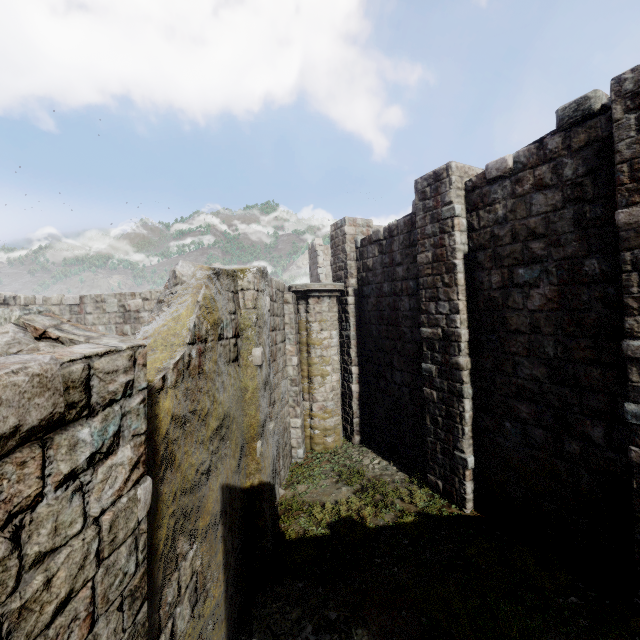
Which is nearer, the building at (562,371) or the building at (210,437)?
the building at (210,437)

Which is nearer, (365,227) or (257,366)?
(257,366)

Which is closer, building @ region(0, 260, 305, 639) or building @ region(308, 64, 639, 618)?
building @ region(0, 260, 305, 639)

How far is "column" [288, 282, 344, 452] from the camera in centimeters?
1172cm

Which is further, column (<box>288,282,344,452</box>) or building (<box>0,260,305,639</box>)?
column (<box>288,282,344,452</box>)

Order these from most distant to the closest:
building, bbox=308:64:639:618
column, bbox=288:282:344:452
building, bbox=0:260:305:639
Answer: column, bbox=288:282:344:452 → building, bbox=308:64:639:618 → building, bbox=0:260:305:639

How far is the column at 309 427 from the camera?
11.7m
